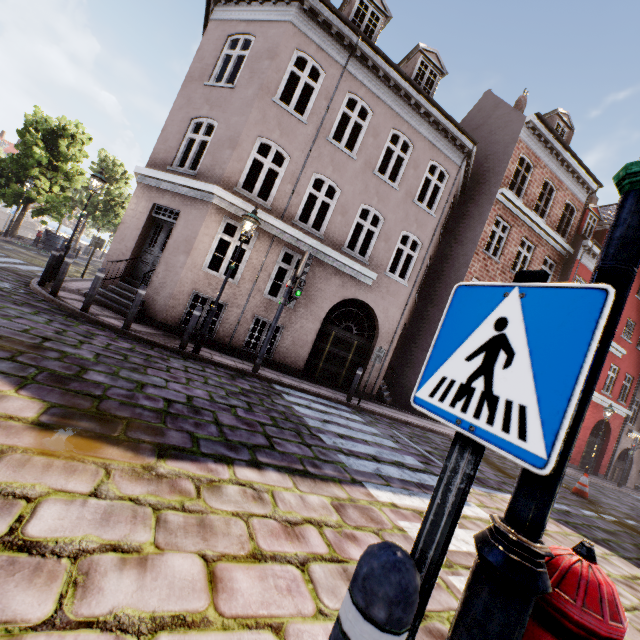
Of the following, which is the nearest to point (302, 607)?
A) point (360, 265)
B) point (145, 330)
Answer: point (145, 330)

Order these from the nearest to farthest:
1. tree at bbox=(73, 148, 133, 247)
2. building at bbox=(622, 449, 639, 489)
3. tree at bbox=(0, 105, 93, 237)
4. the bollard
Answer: the bollard → tree at bbox=(0, 105, 93, 237) → building at bbox=(622, 449, 639, 489) → tree at bbox=(73, 148, 133, 247)

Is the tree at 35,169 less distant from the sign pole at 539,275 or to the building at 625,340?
the building at 625,340

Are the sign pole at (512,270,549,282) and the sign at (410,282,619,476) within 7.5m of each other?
yes

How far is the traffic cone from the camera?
10.4m

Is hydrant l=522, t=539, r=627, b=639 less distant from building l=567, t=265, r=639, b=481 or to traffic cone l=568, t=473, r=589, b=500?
building l=567, t=265, r=639, b=481

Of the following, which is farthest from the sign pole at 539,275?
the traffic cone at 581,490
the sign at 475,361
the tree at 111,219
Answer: the tree at 111,219

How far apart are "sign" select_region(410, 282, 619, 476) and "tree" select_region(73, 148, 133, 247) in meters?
41.8 m
